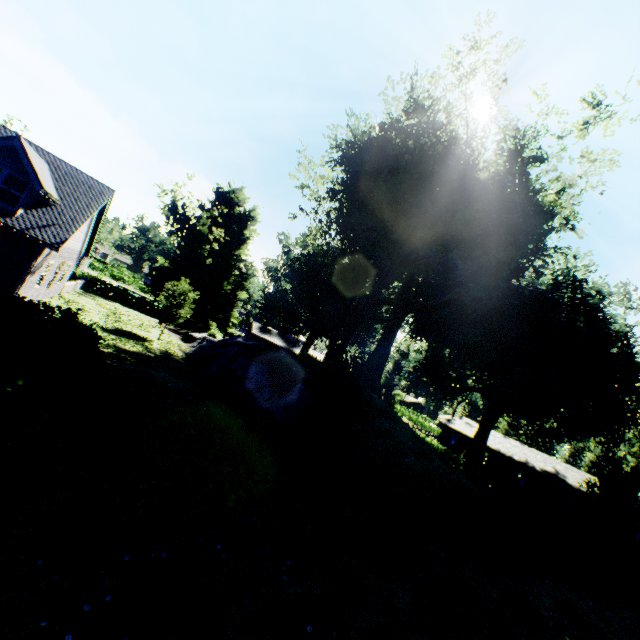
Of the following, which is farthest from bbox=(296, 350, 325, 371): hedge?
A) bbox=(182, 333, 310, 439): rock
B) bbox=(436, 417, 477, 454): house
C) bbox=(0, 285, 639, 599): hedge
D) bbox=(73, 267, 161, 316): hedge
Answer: bbox=(436, 417, 477, 454): house

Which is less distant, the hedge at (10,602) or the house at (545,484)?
the hedge at (10,602)

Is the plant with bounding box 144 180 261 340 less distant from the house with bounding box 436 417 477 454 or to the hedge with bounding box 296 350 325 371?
the house with bounding box 436 417 477 454

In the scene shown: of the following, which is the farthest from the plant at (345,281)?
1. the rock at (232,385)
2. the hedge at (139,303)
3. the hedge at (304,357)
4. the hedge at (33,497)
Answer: the hedge at (33,497)

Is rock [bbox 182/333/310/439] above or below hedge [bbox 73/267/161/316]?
above

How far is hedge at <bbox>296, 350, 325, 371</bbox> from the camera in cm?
2592

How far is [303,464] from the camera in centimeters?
708cm

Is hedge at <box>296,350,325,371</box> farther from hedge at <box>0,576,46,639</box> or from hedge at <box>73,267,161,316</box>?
hedge at <box>73,267,161,316</box>
